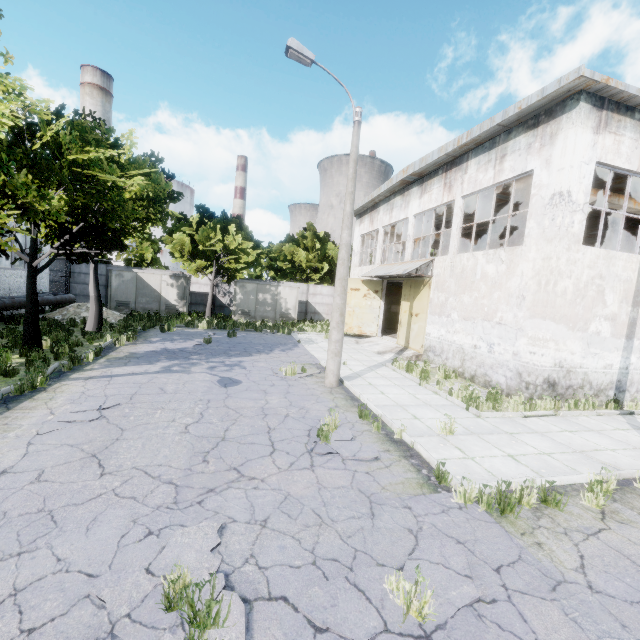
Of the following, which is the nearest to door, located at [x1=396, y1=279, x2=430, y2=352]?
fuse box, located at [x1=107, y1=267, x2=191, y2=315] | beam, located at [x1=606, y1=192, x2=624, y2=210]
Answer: beam, located at [x1=606, y1=192, x2=624, y2=210]

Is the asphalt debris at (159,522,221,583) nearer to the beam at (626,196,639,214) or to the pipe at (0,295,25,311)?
the pipe at (0,295,25,311)

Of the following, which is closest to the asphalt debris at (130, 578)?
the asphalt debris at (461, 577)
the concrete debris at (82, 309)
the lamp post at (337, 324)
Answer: the asphalt debris at (461, 577)

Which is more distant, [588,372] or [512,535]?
[588,372]

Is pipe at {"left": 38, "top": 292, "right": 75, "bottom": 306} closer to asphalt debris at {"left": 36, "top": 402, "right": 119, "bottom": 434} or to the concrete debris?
the concrete debris

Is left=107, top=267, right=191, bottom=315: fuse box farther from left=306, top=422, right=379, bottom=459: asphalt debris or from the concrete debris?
left=306, top=422, right=379, bottom=459: asphalt debris

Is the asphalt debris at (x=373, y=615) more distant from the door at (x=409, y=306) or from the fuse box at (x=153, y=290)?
the fuse box at (x=153, y=290)

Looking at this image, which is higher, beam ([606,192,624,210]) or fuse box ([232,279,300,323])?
beam ([606,192,624,210])
